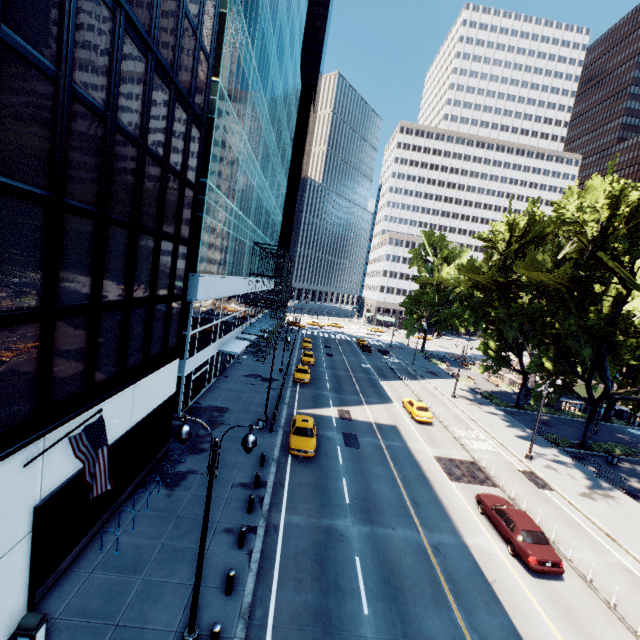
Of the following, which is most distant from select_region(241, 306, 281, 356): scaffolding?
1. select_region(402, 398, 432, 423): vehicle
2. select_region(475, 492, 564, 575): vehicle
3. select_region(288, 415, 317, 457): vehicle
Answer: select_region(475, 492, 564, 575): vehicle

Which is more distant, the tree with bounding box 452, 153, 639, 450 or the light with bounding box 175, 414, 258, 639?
the tree with bounding box 452, 153, 639, 450

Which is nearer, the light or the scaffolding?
the light

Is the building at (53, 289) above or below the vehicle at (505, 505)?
above

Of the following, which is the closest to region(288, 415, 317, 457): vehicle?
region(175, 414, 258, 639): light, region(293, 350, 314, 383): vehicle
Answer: region(293, 350, 314, 383): vehicle

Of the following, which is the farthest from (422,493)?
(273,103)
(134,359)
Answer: (273,103)

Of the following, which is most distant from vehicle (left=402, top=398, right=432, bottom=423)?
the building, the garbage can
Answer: the garbage can

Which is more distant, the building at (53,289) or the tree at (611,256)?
the tree at (611,256)
